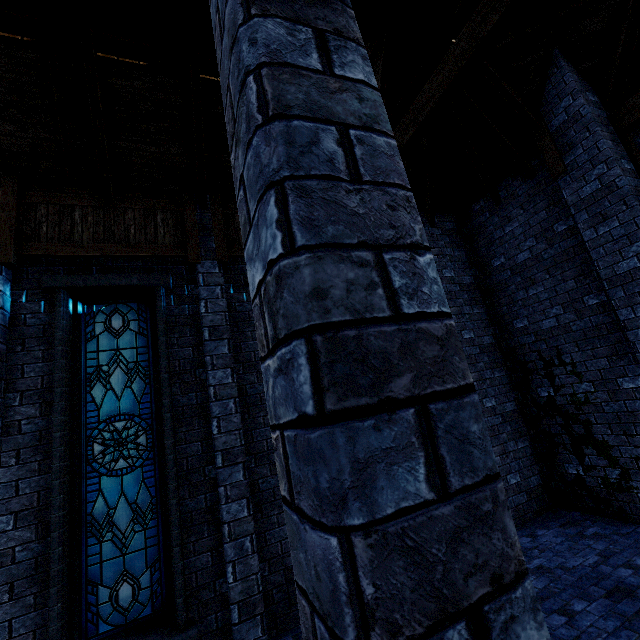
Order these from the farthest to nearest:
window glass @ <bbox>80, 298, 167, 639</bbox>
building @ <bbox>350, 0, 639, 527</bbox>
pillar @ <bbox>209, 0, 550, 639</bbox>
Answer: building @ <bbox>350, 0, 639, 527</bbox>
window glass @ <bbox>80, 298, 167, 639</bbox>
pillar @ <bbox>209, 0, 550, 639</bbox>

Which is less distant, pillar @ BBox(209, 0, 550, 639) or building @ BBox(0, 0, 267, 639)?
pillar @ BBox(209, 0, 550, 639)

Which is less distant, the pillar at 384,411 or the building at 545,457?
the pillar at 384,411

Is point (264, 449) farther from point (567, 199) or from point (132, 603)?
point (567, 199)

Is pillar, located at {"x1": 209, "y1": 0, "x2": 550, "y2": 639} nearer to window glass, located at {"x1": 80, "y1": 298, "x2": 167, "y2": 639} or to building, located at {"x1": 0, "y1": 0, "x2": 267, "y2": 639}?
building, located at {"x1": 0, "y1": 0, "x2": 267, "y2": 639}

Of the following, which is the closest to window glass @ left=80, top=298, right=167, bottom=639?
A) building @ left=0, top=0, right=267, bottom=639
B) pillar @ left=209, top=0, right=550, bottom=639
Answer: building @ left=0, top=0, right=267, bottom=639

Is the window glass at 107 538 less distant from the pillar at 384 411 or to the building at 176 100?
the building at 176 100
